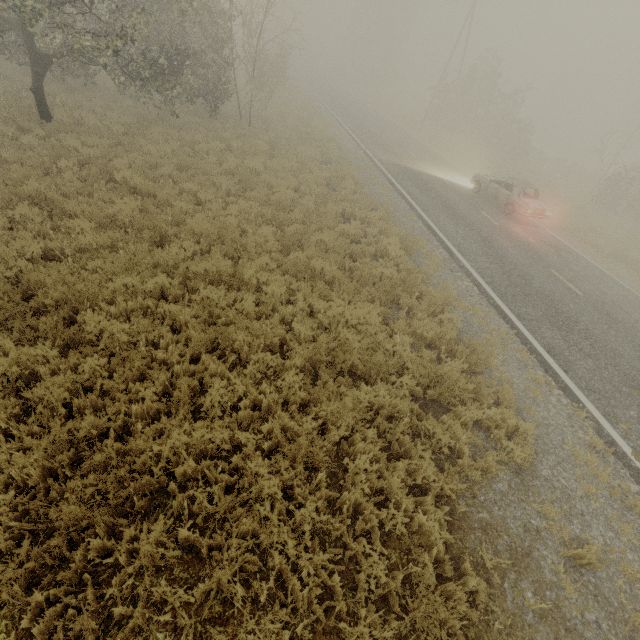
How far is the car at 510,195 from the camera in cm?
1485

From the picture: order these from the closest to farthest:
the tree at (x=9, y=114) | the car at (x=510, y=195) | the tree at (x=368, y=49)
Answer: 1. the tree at (x=9, y=114)
2. the car at (x=510, y=195)
3. the tree at (x=368, y=49)

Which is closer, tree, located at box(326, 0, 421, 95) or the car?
the car

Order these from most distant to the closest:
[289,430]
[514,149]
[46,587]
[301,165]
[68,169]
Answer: [514,149]
[301,165]
[68,169]
[289,430]
[46,587]

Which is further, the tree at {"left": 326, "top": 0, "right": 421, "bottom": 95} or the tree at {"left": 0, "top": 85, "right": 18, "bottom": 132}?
the tree at {"left": 326, "top": 0, "right": 421, "bottom": 95}

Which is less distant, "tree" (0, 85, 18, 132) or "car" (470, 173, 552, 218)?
"tree" (0, 85, 18, 132)

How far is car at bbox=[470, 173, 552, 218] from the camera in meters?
14.9

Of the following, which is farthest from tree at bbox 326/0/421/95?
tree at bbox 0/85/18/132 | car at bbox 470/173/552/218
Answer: car at bbox 470/173/552/218
